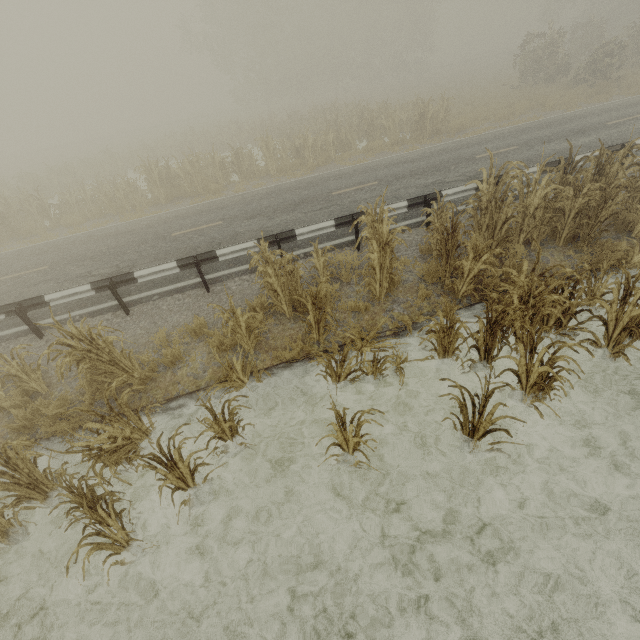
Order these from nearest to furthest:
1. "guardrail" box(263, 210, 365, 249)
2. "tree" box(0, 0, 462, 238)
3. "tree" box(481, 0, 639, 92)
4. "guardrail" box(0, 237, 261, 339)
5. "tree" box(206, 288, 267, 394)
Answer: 1. "tree" box(206, 288, 267, 394)
2. "guardrail" box(0, 237, 261, 339)
3. "guardrail" box(263, 210, 365, 249)
4. "tree" box(0, 0, 462, 238)
5. "tree" box(481, 0, 639, 92)

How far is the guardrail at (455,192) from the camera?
8.5 meters

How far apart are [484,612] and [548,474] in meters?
1.9

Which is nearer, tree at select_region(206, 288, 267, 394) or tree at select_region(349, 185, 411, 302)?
tree at select_region(206, 288, 267, 394)

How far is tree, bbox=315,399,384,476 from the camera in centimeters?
394cm

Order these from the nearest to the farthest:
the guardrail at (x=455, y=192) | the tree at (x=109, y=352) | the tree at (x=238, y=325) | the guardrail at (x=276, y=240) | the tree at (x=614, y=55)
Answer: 1. the tree at (x=109, y=352)
2. the tree at (x=238, y=325)
3. the guardrail at (x=276, y=240)
4. the guardrail at (x=455, y=192)
5. the tree at (x=614, y=55)

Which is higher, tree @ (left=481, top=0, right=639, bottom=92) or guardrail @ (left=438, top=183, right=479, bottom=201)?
tree @ (left=481, top=0, right=639, bottom=92)
